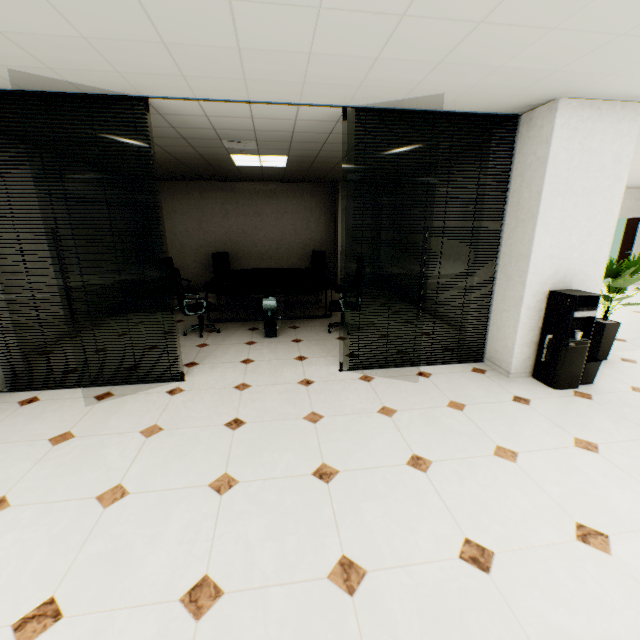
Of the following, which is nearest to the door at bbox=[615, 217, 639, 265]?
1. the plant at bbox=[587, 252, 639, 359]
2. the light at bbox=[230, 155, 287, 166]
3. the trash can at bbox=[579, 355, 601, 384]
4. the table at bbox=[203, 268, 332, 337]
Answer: the plant at bbox=[587, 252, 639, 359]

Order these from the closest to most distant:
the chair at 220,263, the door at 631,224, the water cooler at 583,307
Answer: the water cooler at 583,307 < the chair at 220,263 < the door at 631,224

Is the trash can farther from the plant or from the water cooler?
the plant

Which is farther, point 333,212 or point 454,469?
point 333,212

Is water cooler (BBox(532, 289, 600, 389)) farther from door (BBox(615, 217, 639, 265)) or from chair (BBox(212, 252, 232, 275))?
door (BBox(615, 217, 639, 265))

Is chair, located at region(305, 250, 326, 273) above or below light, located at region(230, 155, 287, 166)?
below

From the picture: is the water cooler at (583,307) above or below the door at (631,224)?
below

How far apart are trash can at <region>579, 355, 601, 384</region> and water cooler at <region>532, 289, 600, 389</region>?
0.04m
